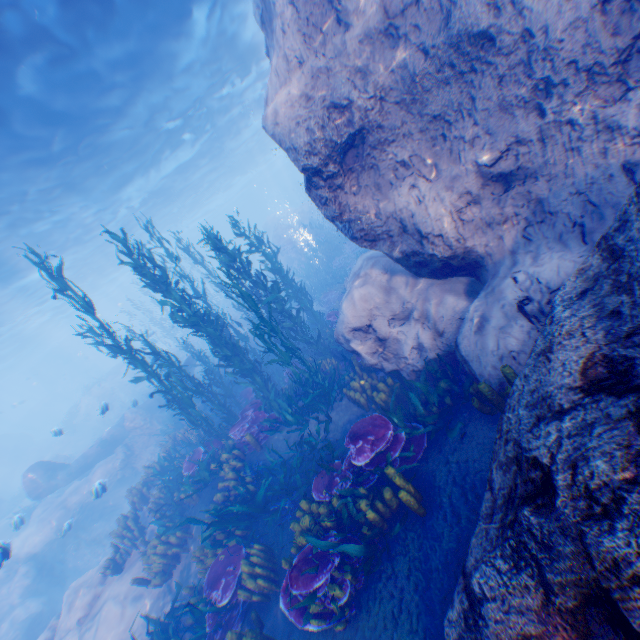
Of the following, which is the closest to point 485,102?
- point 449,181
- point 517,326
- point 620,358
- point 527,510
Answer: point 449,181

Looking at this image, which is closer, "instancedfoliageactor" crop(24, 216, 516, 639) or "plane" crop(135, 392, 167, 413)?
"instancedfoliageactor" crop(24, 216, 516, 639)

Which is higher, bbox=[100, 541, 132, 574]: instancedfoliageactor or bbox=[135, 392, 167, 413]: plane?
bbox=[135, 392, 167, 413]: plane

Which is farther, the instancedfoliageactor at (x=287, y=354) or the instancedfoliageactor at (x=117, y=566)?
the instancedfoliageactor at (x=117, y=566)

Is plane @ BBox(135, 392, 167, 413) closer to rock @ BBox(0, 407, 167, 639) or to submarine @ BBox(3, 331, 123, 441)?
rock @ BBox(0, 407, 167, 639)

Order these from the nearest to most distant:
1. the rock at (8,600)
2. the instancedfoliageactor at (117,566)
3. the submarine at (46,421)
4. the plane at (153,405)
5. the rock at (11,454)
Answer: the instancedfoliageactor at (117,566) → the rock at (8,600) → the plane at (153,405) → the rock at (11,454) → the submarine at (46,421)

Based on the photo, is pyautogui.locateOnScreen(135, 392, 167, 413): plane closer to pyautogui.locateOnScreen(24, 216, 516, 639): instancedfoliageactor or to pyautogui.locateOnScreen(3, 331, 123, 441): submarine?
pyautogui.locateOnScreen(24, 216, 516, 639): instancedfoliageactor
